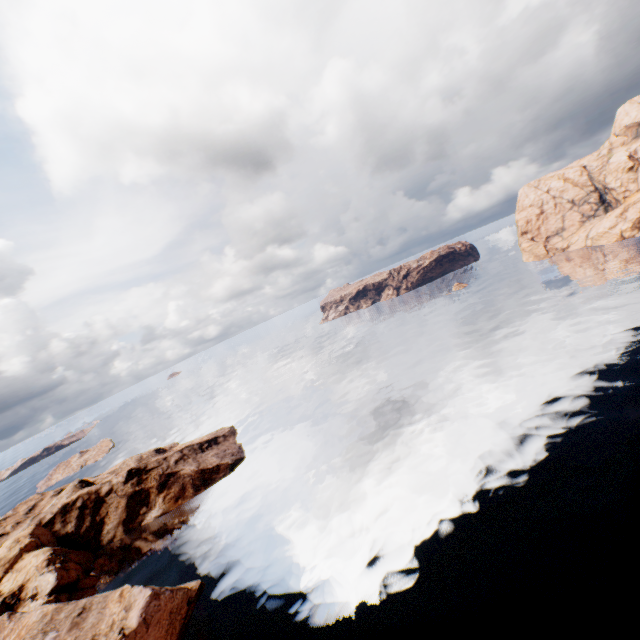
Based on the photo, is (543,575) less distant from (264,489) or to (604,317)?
(264,489)
